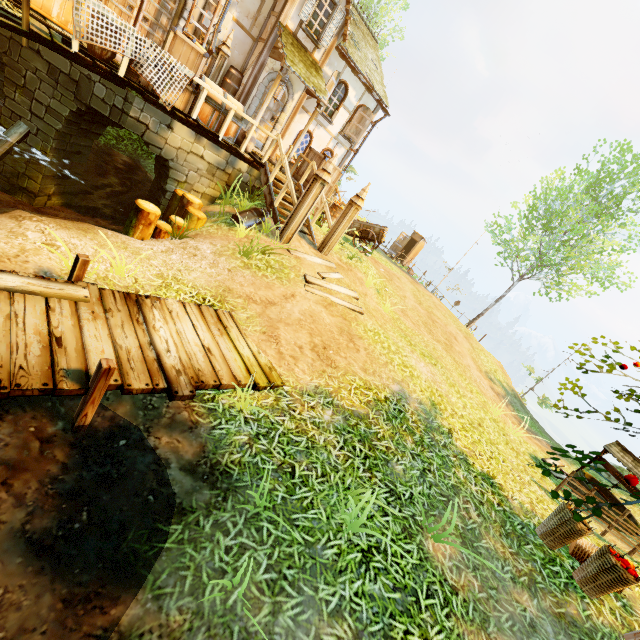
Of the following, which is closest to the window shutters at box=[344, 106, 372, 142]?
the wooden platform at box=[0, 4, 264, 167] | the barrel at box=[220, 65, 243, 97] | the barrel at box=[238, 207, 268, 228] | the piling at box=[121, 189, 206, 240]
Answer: the wooden platform at box=[0, 4, 264, 167]

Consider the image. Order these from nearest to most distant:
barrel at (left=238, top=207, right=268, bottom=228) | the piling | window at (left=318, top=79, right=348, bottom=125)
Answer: the piling
barrel at (left=238, top=207, right=268, bottom=228)
window at (left=318, top=79, right=348, bottom=125)

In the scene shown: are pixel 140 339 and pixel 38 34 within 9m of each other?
yes

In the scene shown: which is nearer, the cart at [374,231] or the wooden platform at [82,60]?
the wooden platform at [82,60]

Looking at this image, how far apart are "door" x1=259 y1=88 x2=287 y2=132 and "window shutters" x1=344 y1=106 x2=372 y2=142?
3.7m

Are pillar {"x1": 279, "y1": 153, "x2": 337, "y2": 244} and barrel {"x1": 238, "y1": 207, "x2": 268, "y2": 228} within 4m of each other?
yes

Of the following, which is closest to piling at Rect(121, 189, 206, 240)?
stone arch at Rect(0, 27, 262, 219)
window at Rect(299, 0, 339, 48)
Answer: stone arch at Rect(0, 27, 262, 219)

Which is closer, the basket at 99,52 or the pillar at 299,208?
the basket at 99,52
